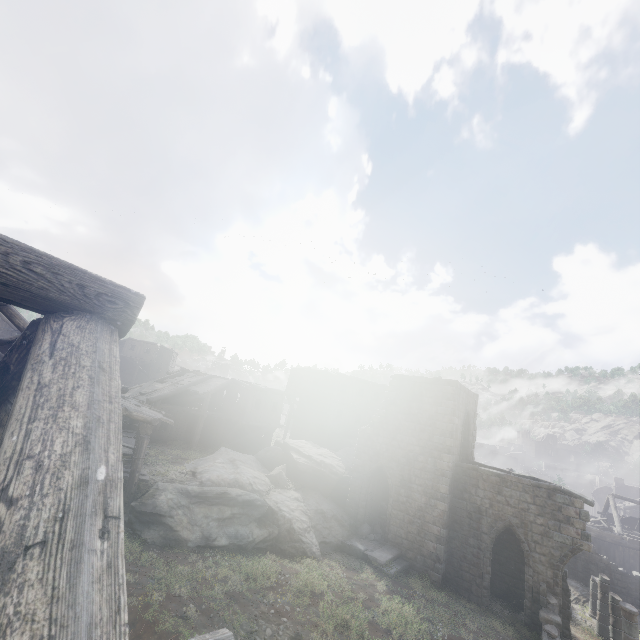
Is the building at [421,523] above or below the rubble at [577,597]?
above

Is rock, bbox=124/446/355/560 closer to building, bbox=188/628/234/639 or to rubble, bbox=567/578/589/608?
building, bbox=188/628/234/639

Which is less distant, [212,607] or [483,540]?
[212,607]

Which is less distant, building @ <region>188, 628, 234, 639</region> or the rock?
building @ <region>188, 628, 234, 639</region>

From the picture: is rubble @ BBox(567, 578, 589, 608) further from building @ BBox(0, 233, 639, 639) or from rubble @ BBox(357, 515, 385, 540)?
Result: rubble @ BBox(357, 515, 385, 540)

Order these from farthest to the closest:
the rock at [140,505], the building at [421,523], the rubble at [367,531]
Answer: the rubble at [367,531]
the rock at [140,505]
the building at [421,523]

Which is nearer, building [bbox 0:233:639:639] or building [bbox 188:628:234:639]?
building [bbox 0:233:639:639]
